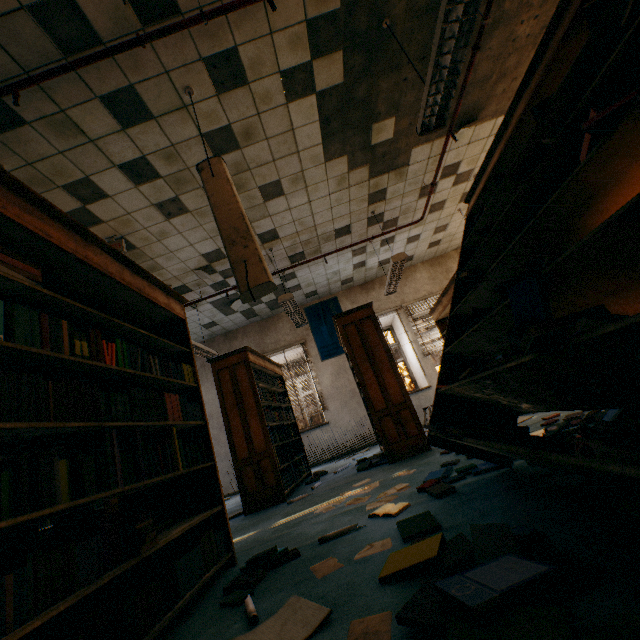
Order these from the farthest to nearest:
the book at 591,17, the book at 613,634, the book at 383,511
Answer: the book at 383,511, the book at 591,17, the book at 613,634

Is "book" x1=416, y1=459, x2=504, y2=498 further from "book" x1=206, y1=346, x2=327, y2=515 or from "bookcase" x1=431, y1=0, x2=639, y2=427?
"book" x1=206, y1=346, x2=327, y2=515

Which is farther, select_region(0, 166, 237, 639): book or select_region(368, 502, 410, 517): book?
Result: select_region(368, 502, 410, 517): book

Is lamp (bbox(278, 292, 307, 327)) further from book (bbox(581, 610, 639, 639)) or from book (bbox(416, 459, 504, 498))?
book (bbox(581, 610, 639, 639))

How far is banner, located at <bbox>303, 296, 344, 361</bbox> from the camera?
8.4m

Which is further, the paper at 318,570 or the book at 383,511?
the book at 383,511

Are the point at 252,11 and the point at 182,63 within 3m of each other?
yes

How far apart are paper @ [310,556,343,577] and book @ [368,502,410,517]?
0.54m
